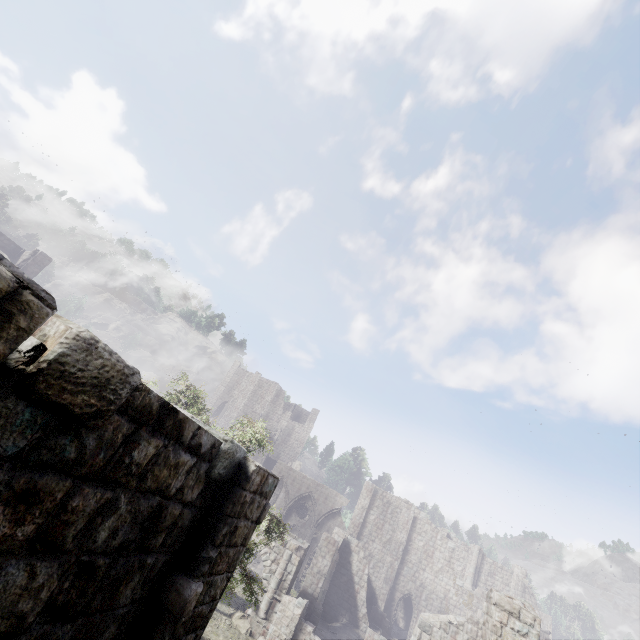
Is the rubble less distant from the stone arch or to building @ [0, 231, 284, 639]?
building @ [0, 231, 284, 639]

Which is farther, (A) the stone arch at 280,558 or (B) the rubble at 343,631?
(B) the rubble at 343,631

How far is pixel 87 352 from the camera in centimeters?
199cm

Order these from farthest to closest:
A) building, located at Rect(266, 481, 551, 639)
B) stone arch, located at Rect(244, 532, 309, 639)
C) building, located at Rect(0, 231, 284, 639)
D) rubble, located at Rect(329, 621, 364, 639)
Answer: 1. rubble, located at Rect(329, 621, 364, 639)
2. stone arch, located at Rect(244, 532, 309, 639)
3. building, located at Rect(266, 481, 551, 639)
4. building, located at Rect(0, 231, 284, 639)

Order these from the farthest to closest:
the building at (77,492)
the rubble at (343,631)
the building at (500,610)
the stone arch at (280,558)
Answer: the rubble at (343,631)
the stone arch at (280,558)
the building at (500,610)
the building at (77,492)

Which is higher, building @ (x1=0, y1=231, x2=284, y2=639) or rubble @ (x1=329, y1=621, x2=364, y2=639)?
building @ (x1=0, y1=231, x2=284, y2=639)

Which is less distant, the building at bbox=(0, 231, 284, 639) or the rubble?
the building at bbox=(0, 231, 284, 639)
